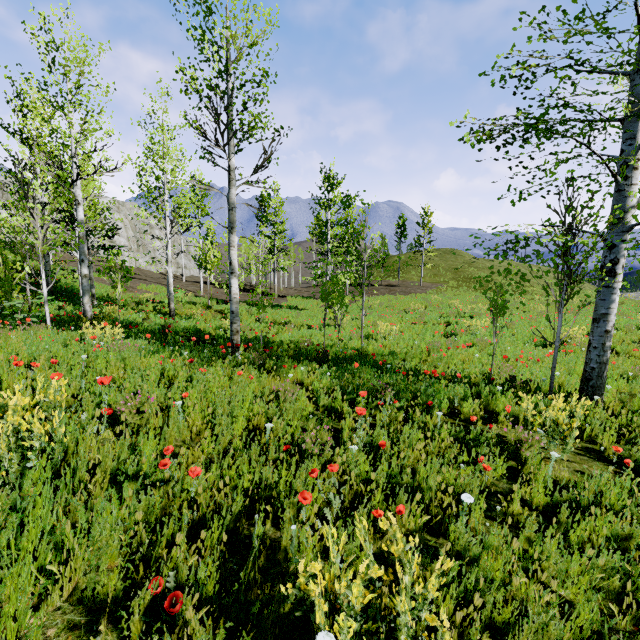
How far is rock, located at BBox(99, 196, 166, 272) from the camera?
42.22m

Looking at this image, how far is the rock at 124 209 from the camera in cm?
4222

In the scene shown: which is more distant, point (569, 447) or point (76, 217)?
point (76, 217)

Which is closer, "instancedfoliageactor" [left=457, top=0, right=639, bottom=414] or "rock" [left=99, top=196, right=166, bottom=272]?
"instancedfoliageactor" [left=457, top=0, right=639, bottom=414]

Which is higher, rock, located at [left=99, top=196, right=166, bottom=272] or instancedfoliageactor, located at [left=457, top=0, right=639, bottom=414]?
rock, located at [left=99, top=196, right=166, bottom=272]

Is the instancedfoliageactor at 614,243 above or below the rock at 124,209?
below
